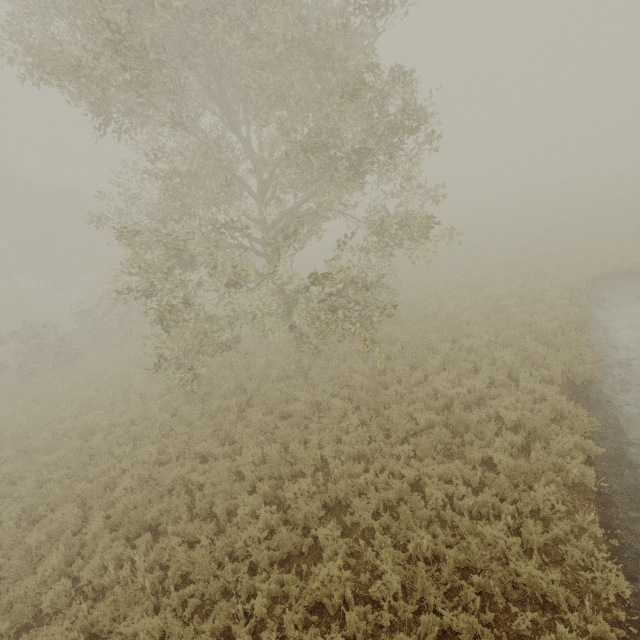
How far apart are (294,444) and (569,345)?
9.17m
